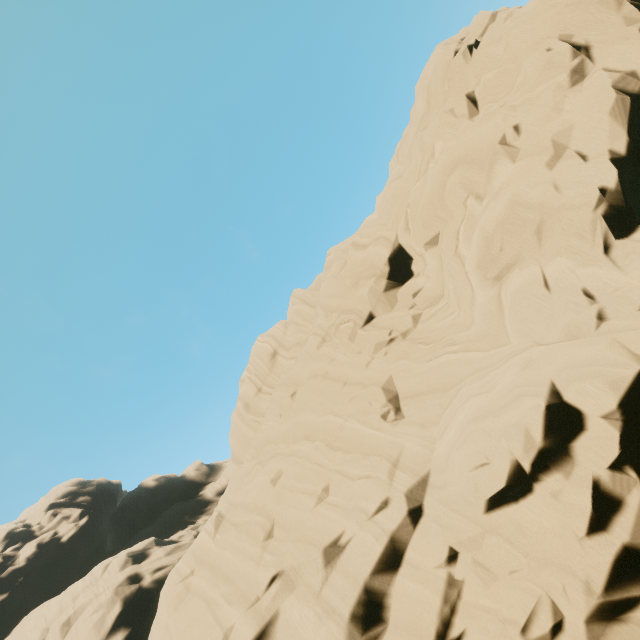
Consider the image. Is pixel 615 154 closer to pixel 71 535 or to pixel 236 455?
pixel 236 455
